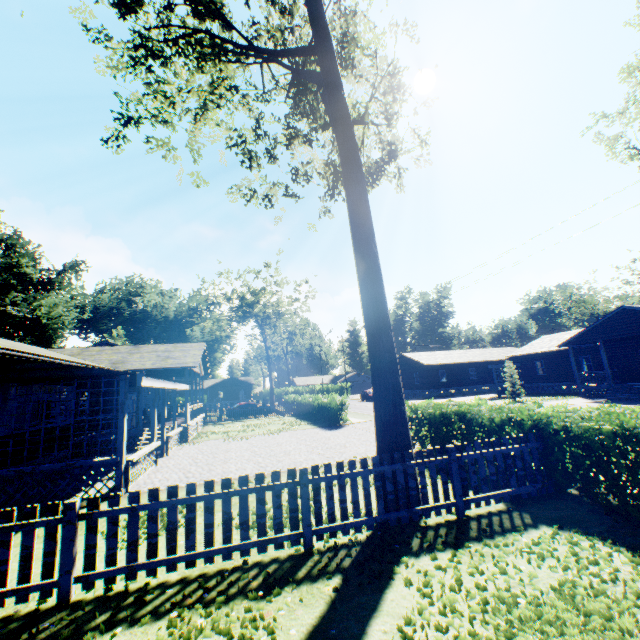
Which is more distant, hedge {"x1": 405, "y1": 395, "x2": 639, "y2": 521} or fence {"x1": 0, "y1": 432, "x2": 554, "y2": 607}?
hedge {"x1": 405, "y1": 395, "x2": 639, "y2": 521}

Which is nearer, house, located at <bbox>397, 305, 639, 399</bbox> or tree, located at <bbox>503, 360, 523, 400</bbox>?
house, located at <bbox>397, 305, 639, 399</bbox>

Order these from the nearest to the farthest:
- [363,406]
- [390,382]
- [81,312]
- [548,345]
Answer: [390,382] < [548,345] < [363,406] < [81,312]

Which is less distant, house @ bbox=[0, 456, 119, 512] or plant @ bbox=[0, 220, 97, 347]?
house @ bbox=[0, 456, 119, 512]

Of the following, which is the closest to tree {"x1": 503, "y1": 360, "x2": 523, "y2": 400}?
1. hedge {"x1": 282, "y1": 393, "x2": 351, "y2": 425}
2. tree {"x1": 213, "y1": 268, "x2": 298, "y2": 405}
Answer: hedge {"x1": 282, "y1": 393, "x2": 351, "y2": 425}

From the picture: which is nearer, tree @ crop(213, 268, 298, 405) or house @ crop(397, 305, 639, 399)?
house @ crop(397, 305, 639, 399)

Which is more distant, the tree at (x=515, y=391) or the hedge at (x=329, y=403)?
the tree at (x=515, y=391)

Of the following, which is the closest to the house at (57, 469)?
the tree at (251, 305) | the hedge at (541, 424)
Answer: the hedge at (541, 424)
